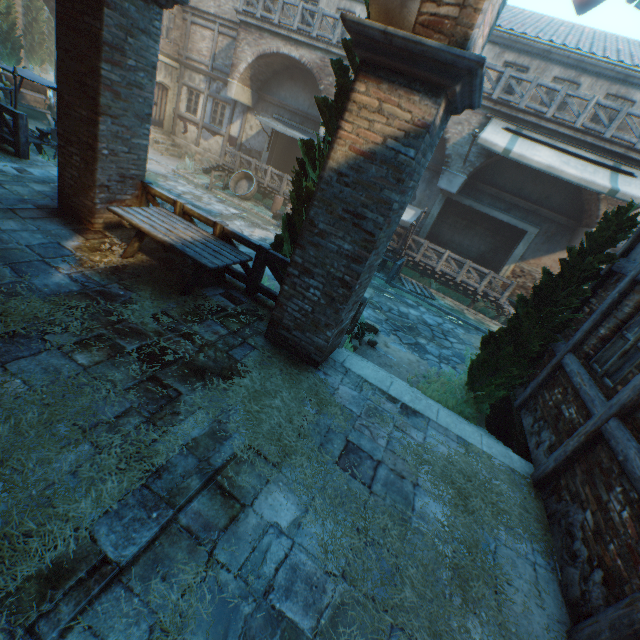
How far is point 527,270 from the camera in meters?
14.9

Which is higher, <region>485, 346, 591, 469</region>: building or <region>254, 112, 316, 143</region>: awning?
<region>254, 112, 316, 143</region>: awning

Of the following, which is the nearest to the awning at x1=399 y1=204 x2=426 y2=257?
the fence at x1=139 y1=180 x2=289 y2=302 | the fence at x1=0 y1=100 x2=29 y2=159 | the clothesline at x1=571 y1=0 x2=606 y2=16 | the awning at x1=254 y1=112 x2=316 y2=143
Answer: the awning at x1=254 y1=112 x2=316 y2=143

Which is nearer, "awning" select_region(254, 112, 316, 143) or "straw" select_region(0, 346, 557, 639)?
"straw" select_region(0, 346, 557, 639)

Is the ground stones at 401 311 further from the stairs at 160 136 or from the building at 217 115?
the stairs at 160 136

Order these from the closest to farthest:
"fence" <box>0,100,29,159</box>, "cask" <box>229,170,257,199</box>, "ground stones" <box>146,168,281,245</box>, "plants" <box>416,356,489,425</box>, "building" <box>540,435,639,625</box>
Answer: "building" <box>540,435,639,625</box> < "plants" <box>416,356,489,425</box> < "fence" <box>0,100,29,159</box> < "ground stones" <box>146,168,281,245</box> < "cask" <box>229,170,257,199</box>

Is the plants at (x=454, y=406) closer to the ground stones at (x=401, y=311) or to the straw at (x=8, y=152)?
the ground stones at (x=401, y=311)

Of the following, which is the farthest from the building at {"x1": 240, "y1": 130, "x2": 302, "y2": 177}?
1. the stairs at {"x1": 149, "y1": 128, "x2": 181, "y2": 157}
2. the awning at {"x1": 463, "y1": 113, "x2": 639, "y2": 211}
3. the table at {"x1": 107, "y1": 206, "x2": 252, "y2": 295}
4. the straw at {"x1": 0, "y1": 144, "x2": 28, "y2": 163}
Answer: the straw at {"x1": 0, "y1": 144, "x2": 28, "y2": 163}
